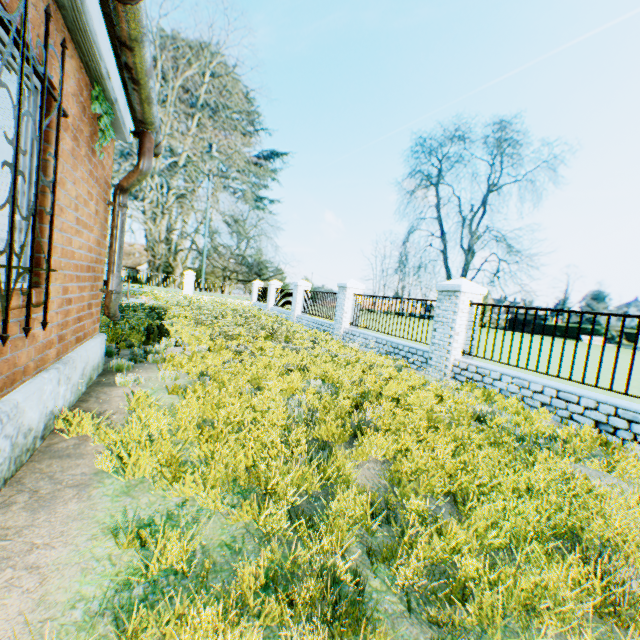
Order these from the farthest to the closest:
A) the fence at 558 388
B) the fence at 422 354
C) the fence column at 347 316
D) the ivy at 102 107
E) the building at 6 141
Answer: the fence column at 347 316 → the fence at 422 354 → the fence at 558 388 → the ivy at 102 107 → the building at 6 141

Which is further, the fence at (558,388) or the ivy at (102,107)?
the fence at (558,388)

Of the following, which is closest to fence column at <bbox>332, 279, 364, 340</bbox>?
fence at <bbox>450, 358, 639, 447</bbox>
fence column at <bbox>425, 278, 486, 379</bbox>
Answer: → fence column at <bbox>425, 278, 486, 379</bbox>

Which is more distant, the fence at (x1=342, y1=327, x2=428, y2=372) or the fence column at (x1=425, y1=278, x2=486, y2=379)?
the fence at (x1=342, y1=327, x2=428, y2=372)

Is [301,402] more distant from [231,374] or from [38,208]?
[38,208]

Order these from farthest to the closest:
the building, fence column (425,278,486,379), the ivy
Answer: fence column (425,278,486,379) → the ivy → the building

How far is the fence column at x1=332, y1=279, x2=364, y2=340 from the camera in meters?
12.7

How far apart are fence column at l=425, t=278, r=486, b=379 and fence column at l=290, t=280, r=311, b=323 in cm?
1034
